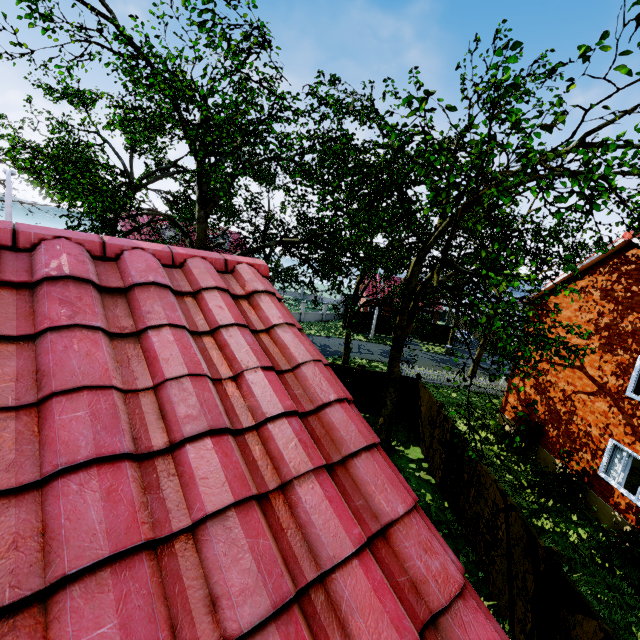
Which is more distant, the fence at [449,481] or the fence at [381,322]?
the fence at [381,322]

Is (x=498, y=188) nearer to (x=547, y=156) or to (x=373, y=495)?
(x=547, y=156)

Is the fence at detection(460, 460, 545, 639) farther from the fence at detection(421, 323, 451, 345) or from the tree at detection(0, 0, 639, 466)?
the tree at detection(0, 0, 639, 466)

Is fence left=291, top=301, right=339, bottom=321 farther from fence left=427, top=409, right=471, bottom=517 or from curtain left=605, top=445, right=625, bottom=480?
curtain left=605, top=445, right=625, bottom=480

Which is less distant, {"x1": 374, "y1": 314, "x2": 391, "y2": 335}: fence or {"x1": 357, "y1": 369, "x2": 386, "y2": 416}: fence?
{"x1": 357, "y1": 369, "x2": 386, "y2": 416}: fence

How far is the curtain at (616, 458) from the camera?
10.8m
